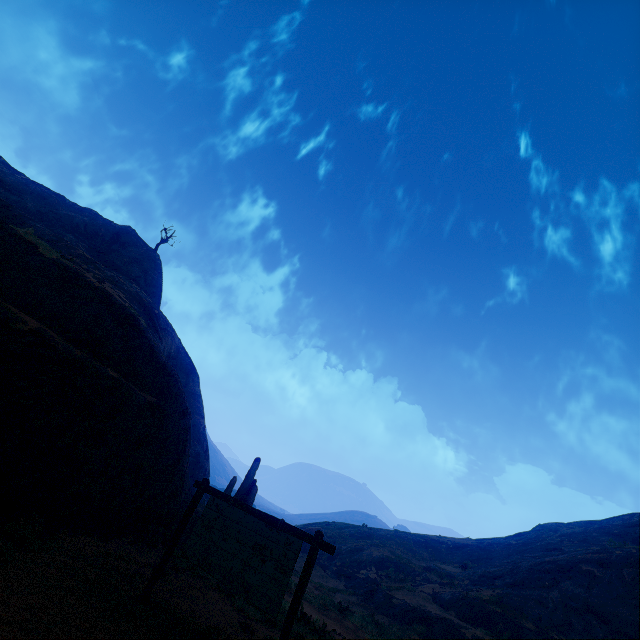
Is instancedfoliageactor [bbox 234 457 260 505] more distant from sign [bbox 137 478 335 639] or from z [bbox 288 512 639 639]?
sign [bbox 137 478 335 639]

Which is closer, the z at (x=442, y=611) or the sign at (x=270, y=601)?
the sign at (x=270, y=601)

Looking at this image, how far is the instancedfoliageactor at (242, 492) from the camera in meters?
14.0 m

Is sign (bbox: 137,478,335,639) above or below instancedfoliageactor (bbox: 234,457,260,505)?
below

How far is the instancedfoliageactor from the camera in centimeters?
1397cm

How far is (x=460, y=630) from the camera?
15.9m

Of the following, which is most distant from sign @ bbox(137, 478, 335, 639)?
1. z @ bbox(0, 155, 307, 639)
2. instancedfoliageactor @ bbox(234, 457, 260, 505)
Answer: instancedfoliageactor @ bbox(234, 457, 260, 505)
